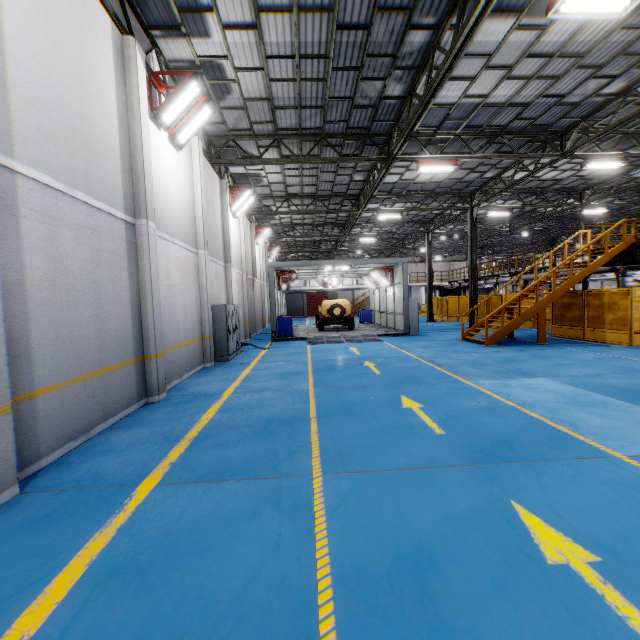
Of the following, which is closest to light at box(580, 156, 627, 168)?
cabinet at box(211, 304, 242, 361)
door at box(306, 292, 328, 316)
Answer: cabinet at box(211, 304, 242, 361)

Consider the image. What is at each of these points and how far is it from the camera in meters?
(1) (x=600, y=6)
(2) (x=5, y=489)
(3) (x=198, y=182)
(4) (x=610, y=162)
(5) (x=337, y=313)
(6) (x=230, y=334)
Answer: (1) light, 6.3
(2) cement column, 3.6
(3) cement column, 11.1
(4) light, 13.8
(5) tire assembly, 20.3
(6) cabinet, 12.6

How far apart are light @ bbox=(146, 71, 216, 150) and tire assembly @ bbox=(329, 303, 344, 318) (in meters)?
13.36

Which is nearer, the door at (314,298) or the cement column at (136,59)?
the cement column at (136,59)

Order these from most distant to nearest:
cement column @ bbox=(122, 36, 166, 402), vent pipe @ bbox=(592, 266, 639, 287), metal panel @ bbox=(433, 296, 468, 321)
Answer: metal panel @ bbox=(433, 296, 468, 321)
vent pipe @ bbox=(592, 266, 639, 287)
cement column @ bbox=(122, 36, 166, 402)

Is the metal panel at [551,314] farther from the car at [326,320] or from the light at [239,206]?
the light at [239,206]

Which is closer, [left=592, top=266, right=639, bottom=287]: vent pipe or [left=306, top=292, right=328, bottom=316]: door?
[left=592, top=266, right=639, bottom=287]: vent pipe

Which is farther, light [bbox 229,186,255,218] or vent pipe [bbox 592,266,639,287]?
vent pipe [bbox 592,266,639,287]
